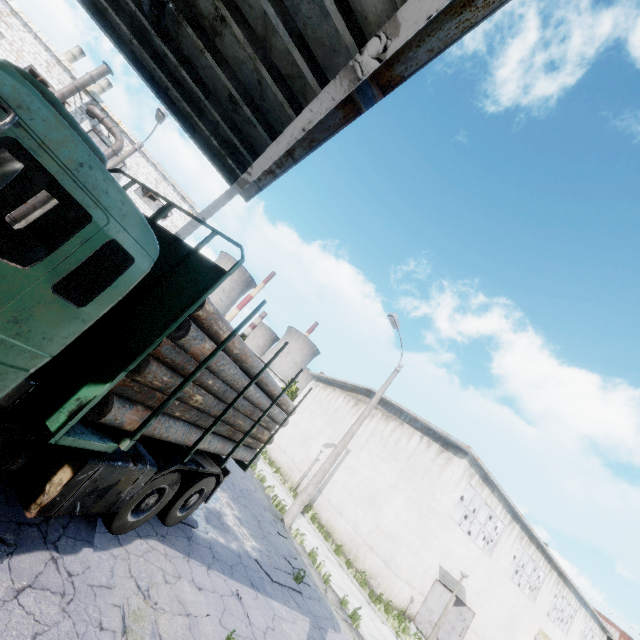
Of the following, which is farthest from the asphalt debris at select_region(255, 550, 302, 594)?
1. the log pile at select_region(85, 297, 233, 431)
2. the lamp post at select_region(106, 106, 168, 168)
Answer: the lamp post at select_region(106, 106, 168, 168)

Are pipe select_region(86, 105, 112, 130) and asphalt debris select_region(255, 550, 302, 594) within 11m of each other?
no

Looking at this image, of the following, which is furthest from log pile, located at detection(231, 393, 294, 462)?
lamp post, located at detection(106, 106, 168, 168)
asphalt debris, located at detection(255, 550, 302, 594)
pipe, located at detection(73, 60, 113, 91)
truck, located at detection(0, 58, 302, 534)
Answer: pipe, located at detection(73, 60, 113, 91)

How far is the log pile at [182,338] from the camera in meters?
3.6 m

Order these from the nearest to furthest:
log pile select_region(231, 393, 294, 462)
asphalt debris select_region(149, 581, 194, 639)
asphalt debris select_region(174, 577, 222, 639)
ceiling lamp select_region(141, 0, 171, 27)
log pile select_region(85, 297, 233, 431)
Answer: log pile select_region(85, 297, 233, 431) → asphalt debris select_region(149, 581, 194, 639) → asphalt debris select_region(174, 577, 222, 639) → ceiling lamp select_region(141, 0, 171, 27) → log pile select_region(231, 393, 294, 462)

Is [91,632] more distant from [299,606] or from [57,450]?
[299,606]

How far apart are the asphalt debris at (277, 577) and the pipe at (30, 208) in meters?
24.6 m

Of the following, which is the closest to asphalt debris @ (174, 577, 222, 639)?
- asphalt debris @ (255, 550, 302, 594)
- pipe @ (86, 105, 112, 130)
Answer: asphalt debris @ (255, 550, 302, 594)
